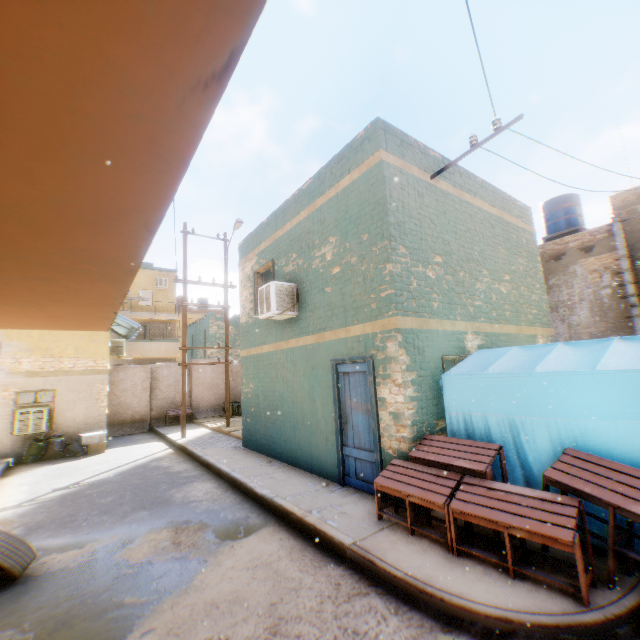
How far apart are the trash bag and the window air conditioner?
0.2 meters

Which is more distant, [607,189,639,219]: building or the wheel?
[607,189,639,219]: building

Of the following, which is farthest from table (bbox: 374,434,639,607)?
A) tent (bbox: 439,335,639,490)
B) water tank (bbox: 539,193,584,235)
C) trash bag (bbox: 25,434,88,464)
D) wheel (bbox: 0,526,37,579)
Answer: trash bag (bbox: 25,434,88,464)

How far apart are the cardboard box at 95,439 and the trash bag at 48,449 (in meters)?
0.14

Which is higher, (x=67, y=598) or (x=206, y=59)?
(x=206, y=59)

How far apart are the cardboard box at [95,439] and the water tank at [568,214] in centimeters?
2146cm

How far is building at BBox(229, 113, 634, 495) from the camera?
5.8 meters

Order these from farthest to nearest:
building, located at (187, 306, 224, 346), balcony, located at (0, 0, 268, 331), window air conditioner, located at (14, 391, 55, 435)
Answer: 1. building, located at (187, 306, 224, 346)
2. window air conditioner, located at (14, 391, 55, 435)
3. balcony, located at (0, 0, 268, 331)
